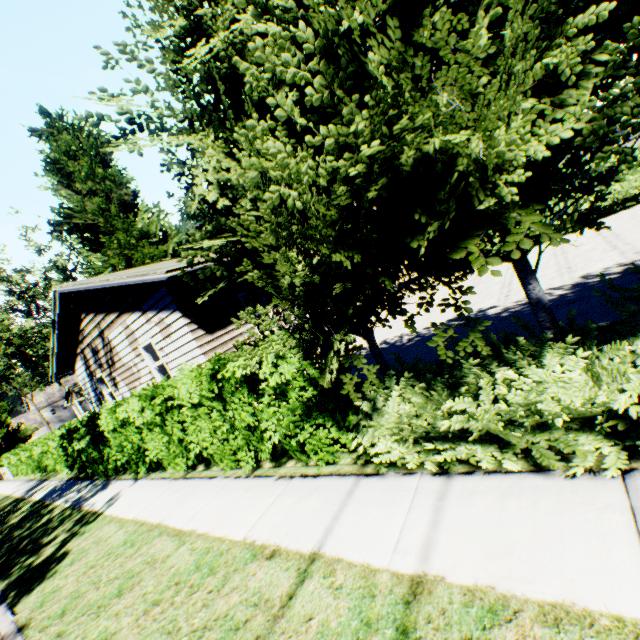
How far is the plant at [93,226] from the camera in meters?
19.2

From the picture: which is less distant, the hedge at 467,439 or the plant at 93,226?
the hedge at 467,439

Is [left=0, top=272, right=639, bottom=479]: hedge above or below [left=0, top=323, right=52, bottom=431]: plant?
below

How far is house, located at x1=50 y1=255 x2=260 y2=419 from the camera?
8.81m

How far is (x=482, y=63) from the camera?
2.2m

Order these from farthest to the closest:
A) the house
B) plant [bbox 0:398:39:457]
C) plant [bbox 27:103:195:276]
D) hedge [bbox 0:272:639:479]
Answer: plant [bbox 0:398:39:457], plant [bbox 27:103:195:276], the house, hedge [bbox 0:272:639:479]

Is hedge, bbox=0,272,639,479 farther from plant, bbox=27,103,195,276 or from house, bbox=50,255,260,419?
plant, bbox=27,103,195,276

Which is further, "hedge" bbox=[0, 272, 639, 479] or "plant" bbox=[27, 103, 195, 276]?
"plant" bbox=[27, 103, 195, 276]
